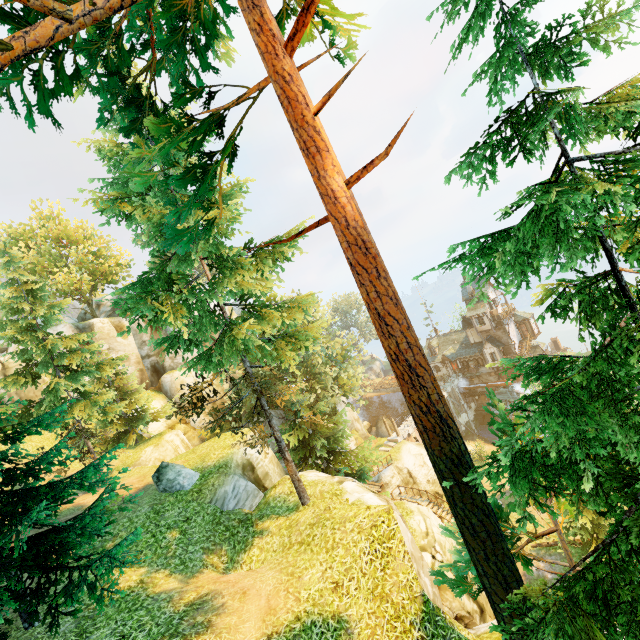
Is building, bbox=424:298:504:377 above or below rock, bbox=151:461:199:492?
below

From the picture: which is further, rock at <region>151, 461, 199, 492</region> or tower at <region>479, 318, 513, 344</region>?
tower at <region>479, 318, 513, 344</region>

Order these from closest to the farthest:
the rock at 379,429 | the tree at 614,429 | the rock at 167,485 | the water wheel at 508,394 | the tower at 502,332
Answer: the tree at 614,429
the rock at 167,485
the water wheel at 508,394
the tower at 502,332
the rock at 379,429

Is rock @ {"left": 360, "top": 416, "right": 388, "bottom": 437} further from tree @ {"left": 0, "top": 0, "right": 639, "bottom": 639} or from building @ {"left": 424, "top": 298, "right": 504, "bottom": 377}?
building @ {"left": 424, "top": 298, "right": 504, "bottom": 377}

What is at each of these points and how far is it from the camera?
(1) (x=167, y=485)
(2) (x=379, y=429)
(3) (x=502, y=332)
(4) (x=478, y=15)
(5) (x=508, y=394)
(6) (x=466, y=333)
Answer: (1) rock, 15.0 meters
(2) rock, 56.2 meters
(3) tower, 46.5 meters
(4) tree, 4.4 meters
(5) water wheel, 45.2 meters
(6) building, 51.0 meters

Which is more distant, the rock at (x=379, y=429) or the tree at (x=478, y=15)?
the rock at (x=379, y=429)

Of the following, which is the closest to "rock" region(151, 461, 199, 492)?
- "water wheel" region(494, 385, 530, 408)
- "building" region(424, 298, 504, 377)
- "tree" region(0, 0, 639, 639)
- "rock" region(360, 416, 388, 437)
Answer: "tree" region(0, 0, 639, 639)

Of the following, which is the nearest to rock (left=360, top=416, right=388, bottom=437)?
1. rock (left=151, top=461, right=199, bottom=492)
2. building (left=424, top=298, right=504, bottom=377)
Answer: building (left=424, top=298, right=504, bottom=377)
